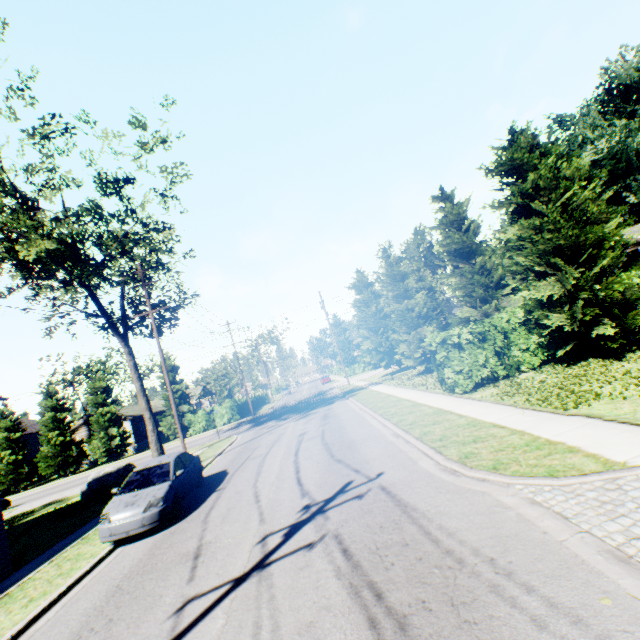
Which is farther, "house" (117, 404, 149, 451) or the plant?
"house" (117, 404, 149, 451)

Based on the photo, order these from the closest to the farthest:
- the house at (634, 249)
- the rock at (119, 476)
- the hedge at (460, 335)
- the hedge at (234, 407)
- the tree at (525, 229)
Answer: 1. the tree at (525, 229)
2. the hedge at (460, 335)
3. the rock at (119, 476)
4. the house at (634, 249)
5. the hedge at (234, 407)

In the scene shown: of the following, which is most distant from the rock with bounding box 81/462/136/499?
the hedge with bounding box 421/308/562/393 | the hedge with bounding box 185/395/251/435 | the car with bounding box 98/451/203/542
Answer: the hedge with bounding box 421/308/562/393

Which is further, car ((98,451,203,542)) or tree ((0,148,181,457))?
tree ((0,148,181,457))

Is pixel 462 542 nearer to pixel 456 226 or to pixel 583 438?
pixel 583 438

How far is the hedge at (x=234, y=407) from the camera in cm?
3775

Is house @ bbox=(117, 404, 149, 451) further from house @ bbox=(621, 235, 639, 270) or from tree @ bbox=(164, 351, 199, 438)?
house @ bbox=(621, 235, 639, 270)

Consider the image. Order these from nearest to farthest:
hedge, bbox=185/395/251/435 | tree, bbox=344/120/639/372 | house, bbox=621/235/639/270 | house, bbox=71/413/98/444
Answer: tree, bbox=344/120/639/372, house, bbox=621/235/639/270, hedge, bbox=185/395/251/435, house, bbox=71/413/98/444
